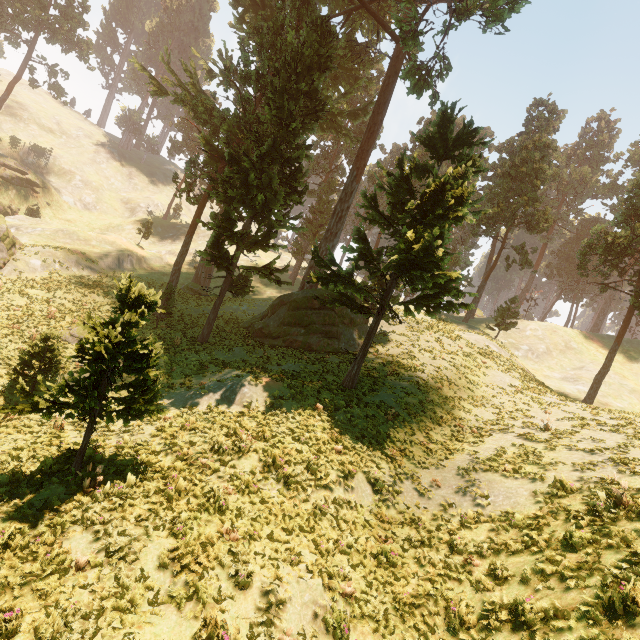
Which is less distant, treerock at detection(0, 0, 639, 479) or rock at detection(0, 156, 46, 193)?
treerock at detection(0, 0, 639, 479)

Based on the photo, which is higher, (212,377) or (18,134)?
(18,134)

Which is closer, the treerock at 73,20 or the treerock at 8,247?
the treerock at 8,247

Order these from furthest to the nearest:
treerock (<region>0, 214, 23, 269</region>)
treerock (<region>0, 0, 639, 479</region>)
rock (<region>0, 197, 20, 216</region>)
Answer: rock (<region>0, 197, 20, 216</region>) → treerock (<region>0, 214, 23, 269</region>) → treerock (<region>0, 0, 639, 479</region>)

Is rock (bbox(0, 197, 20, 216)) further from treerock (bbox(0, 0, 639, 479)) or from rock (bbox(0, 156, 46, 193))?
treerock (bbox(0, 0, 639, 479))

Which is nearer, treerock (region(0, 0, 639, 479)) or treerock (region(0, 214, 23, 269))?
treerock (region(0, 0, 639, 479))

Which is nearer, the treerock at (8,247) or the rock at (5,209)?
the treerock at (8,247)
